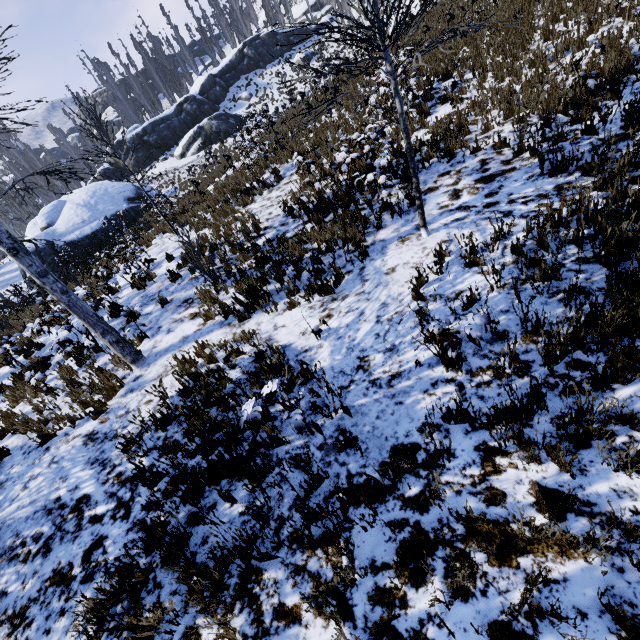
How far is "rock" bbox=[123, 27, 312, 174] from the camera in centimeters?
3378cm

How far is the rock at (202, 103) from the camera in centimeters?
3378cm

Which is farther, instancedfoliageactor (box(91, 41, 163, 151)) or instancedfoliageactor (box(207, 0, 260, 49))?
instancedfoliageactor (box(207, 0, 260, 49))

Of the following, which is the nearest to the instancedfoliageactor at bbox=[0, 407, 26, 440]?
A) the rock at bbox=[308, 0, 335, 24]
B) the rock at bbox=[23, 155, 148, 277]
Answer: the rock at bbox=[308, 0, 335, 24]

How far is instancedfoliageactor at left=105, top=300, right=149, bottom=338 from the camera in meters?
6.8

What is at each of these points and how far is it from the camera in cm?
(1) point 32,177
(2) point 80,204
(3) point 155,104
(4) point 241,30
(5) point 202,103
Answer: (1) instancedfoliageactor, 4028
(2) rock, 2298
(3) instancedfoliageactor, 5088
(4) instancedfoliageactor, 5244
(5) rock, 3788

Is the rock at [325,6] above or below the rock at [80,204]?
above

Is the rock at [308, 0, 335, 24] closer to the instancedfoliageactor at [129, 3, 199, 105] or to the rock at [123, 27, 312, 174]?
the instancedfoliageactor at [129, 3, 199, 105]
